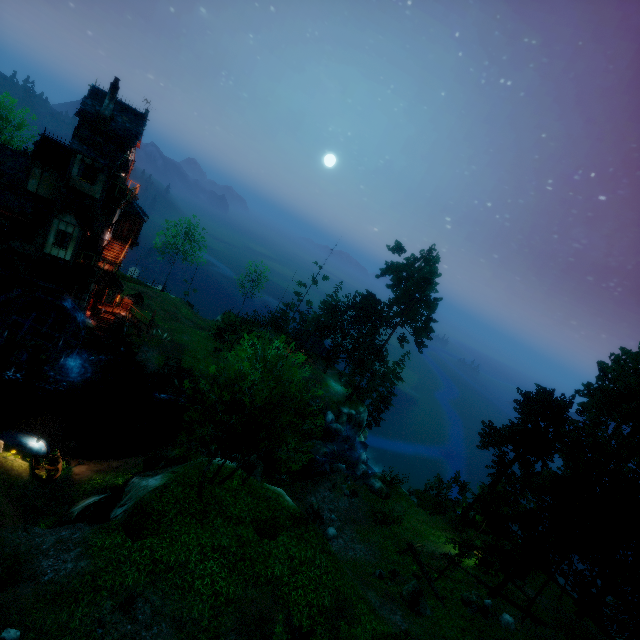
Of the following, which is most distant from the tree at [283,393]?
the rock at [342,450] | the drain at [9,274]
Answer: the drain at [9,274]

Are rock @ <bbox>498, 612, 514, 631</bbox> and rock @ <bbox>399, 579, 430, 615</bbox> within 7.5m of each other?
yes

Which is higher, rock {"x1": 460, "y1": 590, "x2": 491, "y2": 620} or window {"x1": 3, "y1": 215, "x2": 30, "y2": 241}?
window {"x1": 3, "y1": 215, "x2": 30, "y2": 241}

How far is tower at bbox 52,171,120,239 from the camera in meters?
25.5 m

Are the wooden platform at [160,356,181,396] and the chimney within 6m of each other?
no

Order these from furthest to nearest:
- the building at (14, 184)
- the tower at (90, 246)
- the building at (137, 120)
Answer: the tower at (90, 246), the building at (14, 184), the building at (137, 120)

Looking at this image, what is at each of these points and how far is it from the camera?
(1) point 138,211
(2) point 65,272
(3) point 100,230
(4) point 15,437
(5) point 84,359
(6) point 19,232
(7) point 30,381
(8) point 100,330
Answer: (1) building, 31.1 meters
(2) tower, 27.4 meters
(3) tower, 27.4 meters
(4) boat, 20.2 meters
(5) stone arch, 31.2 meters
(6) window, 25.2 meters
(7) piling, 25.9 meters
(8) wooden platform, 31.4 meters

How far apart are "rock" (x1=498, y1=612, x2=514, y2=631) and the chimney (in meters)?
44.56
